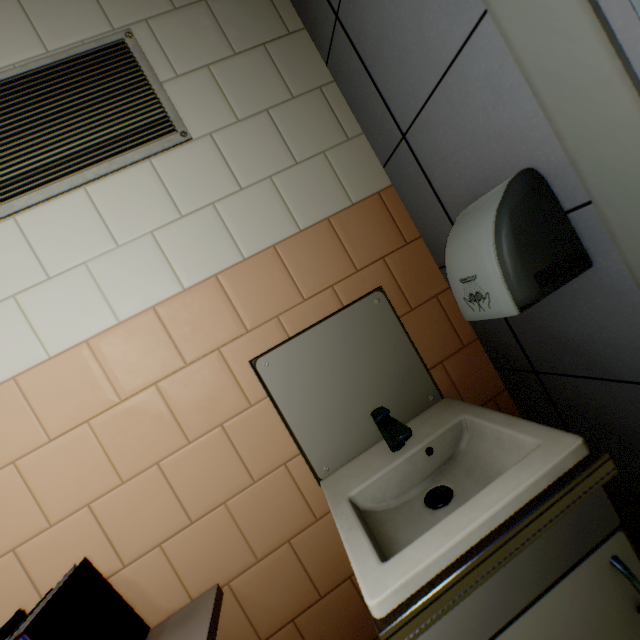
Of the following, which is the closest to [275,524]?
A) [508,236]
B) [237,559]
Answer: [237,559]

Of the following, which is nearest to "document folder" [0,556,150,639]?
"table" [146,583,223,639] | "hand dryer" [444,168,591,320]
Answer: "table" [146,583,223,639]

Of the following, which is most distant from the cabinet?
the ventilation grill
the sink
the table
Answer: the ventilation grill

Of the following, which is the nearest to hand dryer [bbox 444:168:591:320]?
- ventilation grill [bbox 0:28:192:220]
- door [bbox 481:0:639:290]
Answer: door [bbox 481:0:639:290]

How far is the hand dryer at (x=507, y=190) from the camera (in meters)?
0.76

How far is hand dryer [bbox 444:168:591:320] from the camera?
0.8m

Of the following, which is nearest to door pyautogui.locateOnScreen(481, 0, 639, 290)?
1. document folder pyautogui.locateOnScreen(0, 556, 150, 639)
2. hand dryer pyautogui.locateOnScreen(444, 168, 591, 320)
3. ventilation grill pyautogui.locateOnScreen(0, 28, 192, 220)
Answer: hand dryer pyautogui.locateOnScreen(444, 168, 591, 320)

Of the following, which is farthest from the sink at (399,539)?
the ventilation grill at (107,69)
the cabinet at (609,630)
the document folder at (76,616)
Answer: the ventilation grill at (107,69)
